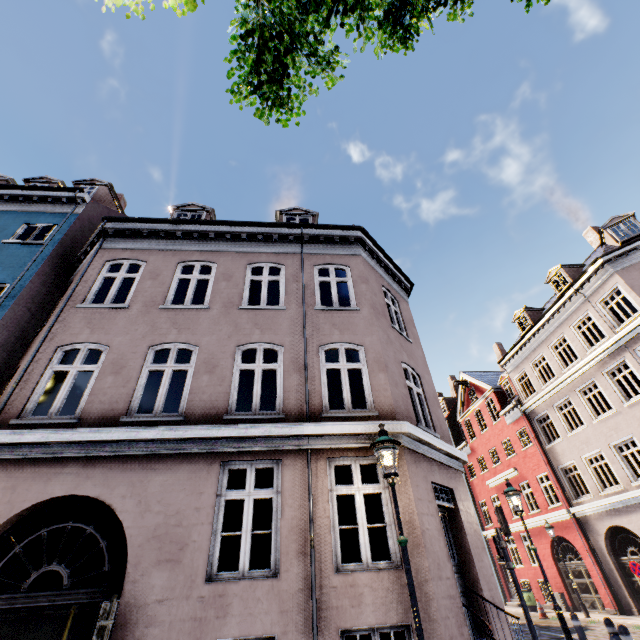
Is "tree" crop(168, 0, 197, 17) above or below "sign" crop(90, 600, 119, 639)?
above

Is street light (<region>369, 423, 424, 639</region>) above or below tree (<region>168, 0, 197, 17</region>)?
below

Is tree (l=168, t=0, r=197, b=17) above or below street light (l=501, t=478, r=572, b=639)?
above

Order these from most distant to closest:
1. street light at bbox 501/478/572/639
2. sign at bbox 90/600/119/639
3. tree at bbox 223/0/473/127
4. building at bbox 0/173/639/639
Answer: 1. street light at bbox 501/478/572/639
2. building at bbox 0/173/639/639
3. sign at bbox 90/600/119/639
4. tree at bbox 223/0/473/127

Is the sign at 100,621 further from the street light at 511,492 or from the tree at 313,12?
the street light at 511,492

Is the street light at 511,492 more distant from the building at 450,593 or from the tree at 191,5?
the tree at 191,5

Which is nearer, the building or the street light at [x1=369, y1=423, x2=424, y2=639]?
the street light at [x1=369, y1=423, x2=424, y2=639]

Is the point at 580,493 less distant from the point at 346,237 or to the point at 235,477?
the point at 235,477
